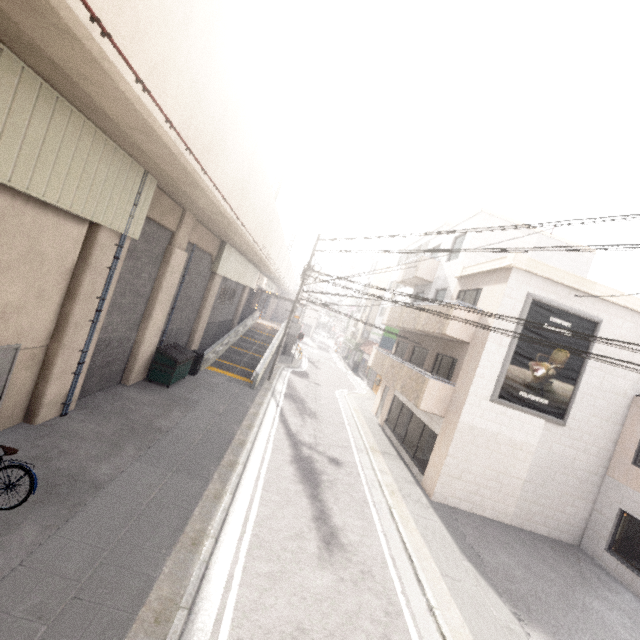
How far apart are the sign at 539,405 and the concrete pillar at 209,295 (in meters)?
14.58

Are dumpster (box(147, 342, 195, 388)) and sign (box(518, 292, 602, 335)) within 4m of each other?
no

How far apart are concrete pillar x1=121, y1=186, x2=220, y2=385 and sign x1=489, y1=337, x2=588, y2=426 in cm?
1255

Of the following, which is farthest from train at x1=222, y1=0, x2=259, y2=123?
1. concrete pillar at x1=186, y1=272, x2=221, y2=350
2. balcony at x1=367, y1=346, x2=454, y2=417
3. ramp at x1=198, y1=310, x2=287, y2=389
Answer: balcony at x1=367, y1=346, x2=454, y2=417

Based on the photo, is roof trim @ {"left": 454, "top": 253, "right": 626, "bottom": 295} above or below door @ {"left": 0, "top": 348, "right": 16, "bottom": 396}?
above

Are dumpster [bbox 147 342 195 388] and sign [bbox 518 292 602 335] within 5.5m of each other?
no

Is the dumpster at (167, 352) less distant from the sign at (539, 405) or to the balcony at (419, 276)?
the sign at (539, 405)

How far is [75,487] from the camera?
6.4m
